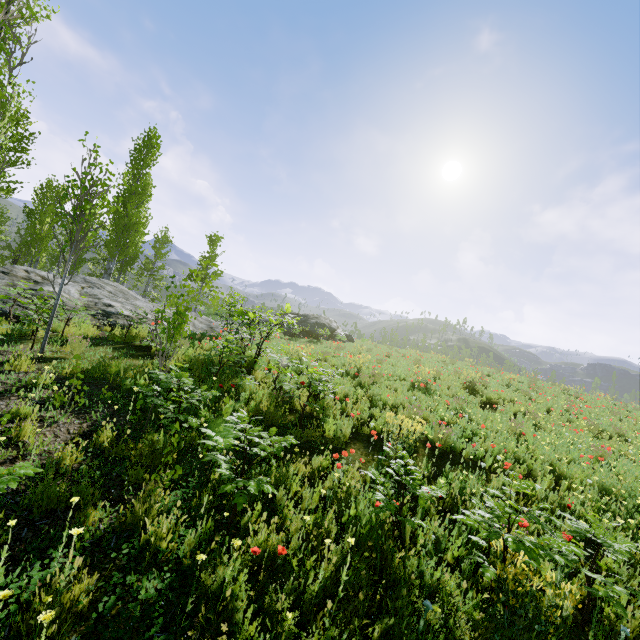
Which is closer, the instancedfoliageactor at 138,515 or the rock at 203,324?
the instancedfoliageactor at 138,515

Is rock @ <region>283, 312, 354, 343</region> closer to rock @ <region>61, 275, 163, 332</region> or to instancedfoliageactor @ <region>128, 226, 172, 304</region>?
rock @ <region>61, 275, 163, 332</region>

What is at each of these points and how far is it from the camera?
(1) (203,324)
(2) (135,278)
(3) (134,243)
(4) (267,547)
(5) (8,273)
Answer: (1) rock, 17.58m
(2) instancedfoliageactor, 36.53m
(3) instancedfoliageactor, 19.05m
(4) instancedfoliageactor, 3.14m
(5) rock, 11.04m

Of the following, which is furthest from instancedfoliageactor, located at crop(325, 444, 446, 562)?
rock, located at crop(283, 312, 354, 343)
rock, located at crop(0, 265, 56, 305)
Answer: rock, located at crop(283, 312, 354, 343)

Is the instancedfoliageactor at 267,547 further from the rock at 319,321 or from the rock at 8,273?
the rock at 319,321

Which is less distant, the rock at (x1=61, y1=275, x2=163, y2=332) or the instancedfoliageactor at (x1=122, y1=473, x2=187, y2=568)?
the instancedfoliageactor at (x1=122, y1=473, x2=187, y2=568)

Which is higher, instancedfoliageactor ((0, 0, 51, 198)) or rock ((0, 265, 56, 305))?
instancedfoliageactor ((0, 0, 51, 198))

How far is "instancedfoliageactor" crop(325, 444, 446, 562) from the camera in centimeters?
339cm
